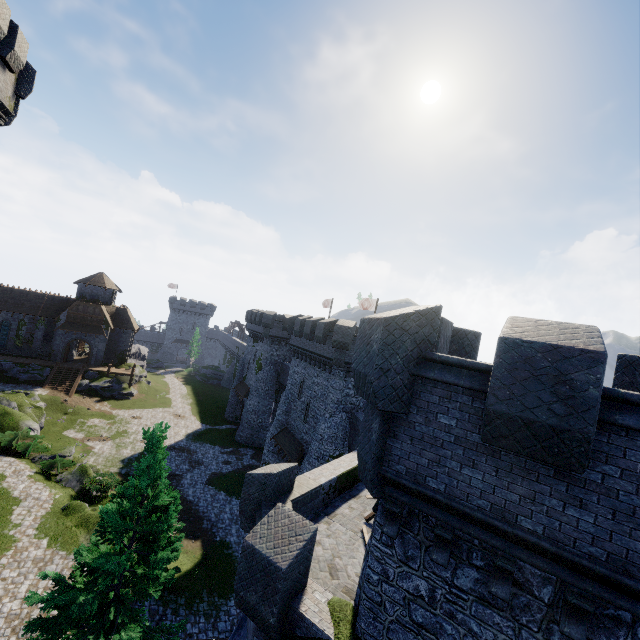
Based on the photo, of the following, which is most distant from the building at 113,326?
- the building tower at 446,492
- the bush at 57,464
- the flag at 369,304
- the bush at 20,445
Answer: the building tower at 446,492

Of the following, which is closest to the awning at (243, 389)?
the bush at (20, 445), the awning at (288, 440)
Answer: the awning at (288, 440)

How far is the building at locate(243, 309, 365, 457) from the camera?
24.81m

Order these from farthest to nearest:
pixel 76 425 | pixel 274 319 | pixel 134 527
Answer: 1. pixel 274 319
2. pixel 76 425
3. pixel 134 527

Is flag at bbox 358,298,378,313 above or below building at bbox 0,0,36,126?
below

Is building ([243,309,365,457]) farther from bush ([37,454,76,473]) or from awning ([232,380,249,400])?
bush ([37,454,76,473])

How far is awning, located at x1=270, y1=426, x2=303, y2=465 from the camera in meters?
26.5

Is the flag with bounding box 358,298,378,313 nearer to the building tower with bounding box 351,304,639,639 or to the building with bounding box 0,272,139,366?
the building tower with bounding box 351,304,639,639
